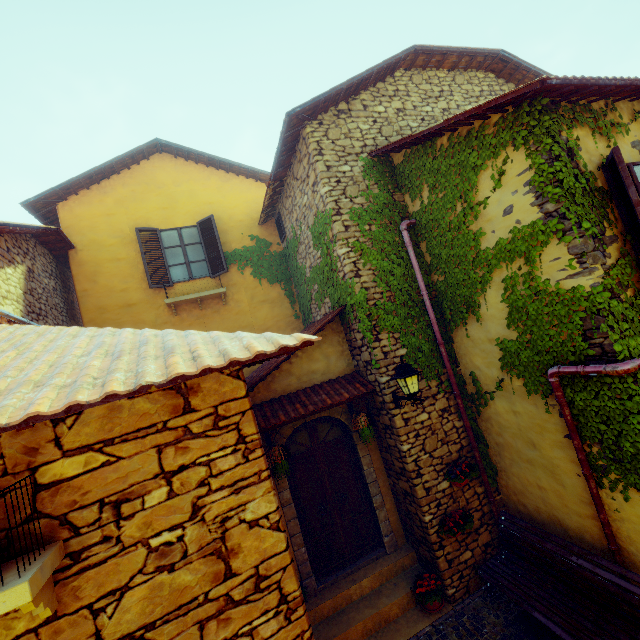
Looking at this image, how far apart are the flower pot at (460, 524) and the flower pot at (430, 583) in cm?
81

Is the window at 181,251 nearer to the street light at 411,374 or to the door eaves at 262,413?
the door eaves at 262,413

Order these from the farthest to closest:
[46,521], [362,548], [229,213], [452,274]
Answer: [229,213], [362,548], [452,274], [46,521]

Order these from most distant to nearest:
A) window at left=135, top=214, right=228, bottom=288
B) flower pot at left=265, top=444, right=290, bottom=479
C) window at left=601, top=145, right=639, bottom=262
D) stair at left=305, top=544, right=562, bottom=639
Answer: window at left=135, top=214, right=228, bottom=288 < flower pot at left=265, top=444, right=290, bottom=479 < stair at left=305, top=544, right=562, bottom=639 < window at left=601, top=145, right=639, bottom=262

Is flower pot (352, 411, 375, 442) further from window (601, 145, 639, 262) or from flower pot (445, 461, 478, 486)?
window (601, 145, 639, 262)

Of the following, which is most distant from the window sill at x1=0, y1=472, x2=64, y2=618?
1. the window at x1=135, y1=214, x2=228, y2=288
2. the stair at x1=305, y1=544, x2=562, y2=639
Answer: the window at x1=135, y1=214, x2=228, y2=288

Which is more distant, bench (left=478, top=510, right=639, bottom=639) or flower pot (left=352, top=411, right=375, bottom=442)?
flower pot (left=352, top=411, right=375, bottom=442)

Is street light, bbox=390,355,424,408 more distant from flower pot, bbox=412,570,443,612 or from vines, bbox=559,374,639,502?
flower pot, bbox=412,570,443,612
